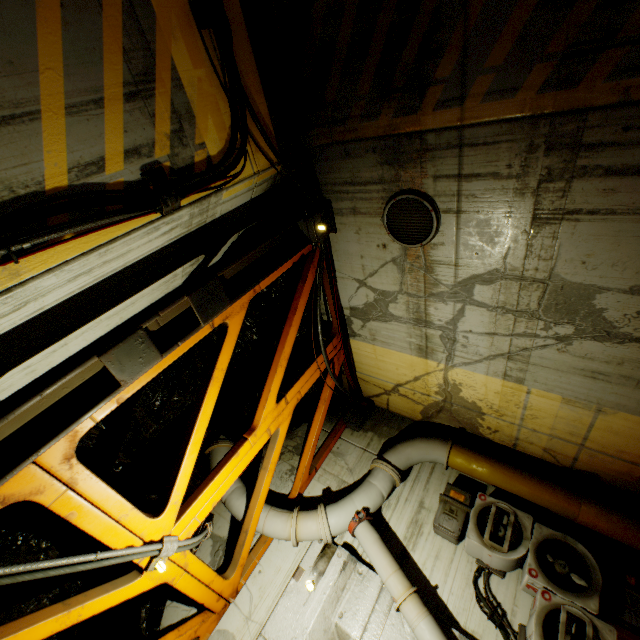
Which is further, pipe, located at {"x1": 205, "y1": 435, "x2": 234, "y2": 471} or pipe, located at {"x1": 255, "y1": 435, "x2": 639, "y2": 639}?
pipe, located at {"x1": 205, "y1": 435, "x2": 234, "y2": 471}

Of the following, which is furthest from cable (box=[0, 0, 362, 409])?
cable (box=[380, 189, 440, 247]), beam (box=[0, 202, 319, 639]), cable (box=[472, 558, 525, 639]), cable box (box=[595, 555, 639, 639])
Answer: cable box (box=[595, 555, 639, 639])

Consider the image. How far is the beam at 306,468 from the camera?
6.58m

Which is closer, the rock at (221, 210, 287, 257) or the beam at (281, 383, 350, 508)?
the rock at (221, 210, 287, 257)

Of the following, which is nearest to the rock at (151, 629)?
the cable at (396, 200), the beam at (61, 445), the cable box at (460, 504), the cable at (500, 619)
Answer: the beam at (61, 445)

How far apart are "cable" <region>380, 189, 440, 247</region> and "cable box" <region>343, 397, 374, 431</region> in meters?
4.3

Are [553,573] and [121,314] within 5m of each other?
no

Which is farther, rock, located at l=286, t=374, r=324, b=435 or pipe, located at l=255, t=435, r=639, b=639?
rock, located at l=286, t=374, r=324, b=435
